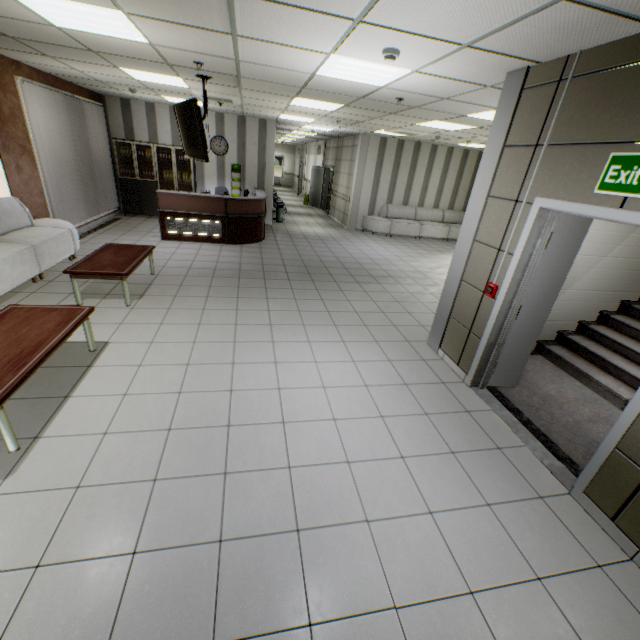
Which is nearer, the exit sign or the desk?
the exit sign

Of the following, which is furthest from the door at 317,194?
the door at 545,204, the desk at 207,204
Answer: the door at 545,204

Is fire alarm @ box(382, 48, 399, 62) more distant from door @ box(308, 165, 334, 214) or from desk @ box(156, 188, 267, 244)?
door @ box(308, 165, 334, 214)

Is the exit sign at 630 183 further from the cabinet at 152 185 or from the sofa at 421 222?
the cabinet at 152 185

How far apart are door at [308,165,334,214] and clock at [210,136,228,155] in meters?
5.7 m

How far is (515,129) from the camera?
3.3 meters

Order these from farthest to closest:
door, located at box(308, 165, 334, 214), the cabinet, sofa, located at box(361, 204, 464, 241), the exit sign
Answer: door, located at box(308, 165, 334, 214), sofa, located at box(361, 204, 464, 241), the cabinet, the exit sign

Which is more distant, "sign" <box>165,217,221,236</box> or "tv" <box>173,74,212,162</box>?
"sign" <box>165,217,221,236</box>
